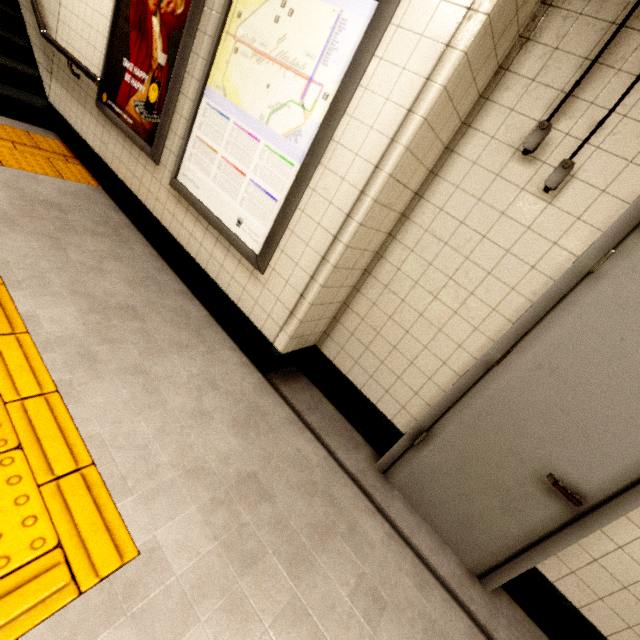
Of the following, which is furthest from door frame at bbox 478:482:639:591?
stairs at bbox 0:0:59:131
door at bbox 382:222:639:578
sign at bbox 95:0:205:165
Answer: stairs at bbox 0:0:59:131

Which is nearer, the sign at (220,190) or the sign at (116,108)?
the sign at (220,190)

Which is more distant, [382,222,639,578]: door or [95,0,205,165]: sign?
[95,0,205,165]: sign

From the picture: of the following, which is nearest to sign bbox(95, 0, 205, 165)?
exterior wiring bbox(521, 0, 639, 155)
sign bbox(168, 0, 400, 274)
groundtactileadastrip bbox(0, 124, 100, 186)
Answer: sign bbox(168, 0, 400, 274)

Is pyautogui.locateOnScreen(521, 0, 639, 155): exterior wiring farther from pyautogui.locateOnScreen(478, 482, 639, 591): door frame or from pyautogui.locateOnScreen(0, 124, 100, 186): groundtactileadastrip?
pyautogui.locateOnScreen(0, 124, 100, 186): groundtactileadastrip

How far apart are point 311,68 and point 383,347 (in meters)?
1.75

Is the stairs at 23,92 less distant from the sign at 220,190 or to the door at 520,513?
the sign at 220,190

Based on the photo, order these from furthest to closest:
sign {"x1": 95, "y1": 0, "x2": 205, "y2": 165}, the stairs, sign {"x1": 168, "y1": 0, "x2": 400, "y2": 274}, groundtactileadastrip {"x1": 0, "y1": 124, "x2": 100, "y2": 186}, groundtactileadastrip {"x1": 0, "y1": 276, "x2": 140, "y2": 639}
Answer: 1. the stairs
2. groundtactileadastrip {"x1": 0, "y1": 124, "x2": 100, "y2": 186}
3. sign {"x1": 95, "y1": 0, "x2": 205, "y2": 165}
4. sign {"x1": 168, "y1": 0, "x2": 400, "y2": 274}
5. groundtactileadastrip {"x1": 0, "y1": 276, "x2": 140, "y2": 639}
